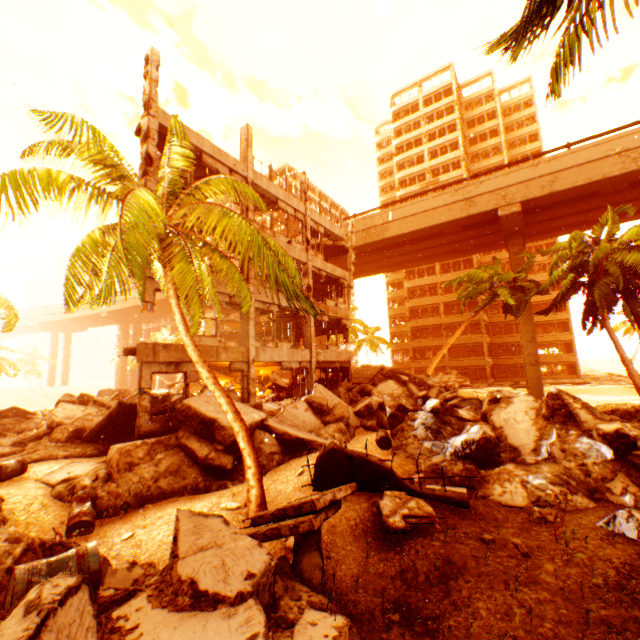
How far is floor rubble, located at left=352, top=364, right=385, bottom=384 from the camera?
24.7 meters

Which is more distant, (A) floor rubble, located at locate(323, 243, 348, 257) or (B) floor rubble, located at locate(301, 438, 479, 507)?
(A) floor rubble, located at locate(323, 243, 348, 257)

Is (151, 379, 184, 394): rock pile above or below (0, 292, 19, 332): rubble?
below

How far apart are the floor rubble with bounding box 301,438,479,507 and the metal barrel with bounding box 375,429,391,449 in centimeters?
358cm

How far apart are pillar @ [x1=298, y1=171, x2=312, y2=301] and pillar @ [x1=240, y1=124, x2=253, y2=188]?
4.5m

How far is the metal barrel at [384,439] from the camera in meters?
11.7 m

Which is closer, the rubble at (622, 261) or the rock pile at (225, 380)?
the rubble at (622, 261)

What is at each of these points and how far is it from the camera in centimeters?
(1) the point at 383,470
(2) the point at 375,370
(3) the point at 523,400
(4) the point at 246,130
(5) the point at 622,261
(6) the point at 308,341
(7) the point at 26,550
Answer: (1) floor rubble, 752cm
(2) floor rubble, 2602cm
(3) rock pile, 1104cm
(4) pillar, 1659cm
(5) rubble, 1925cm
(6) pillar, 1917cm
(7) rock pile, 473cm
